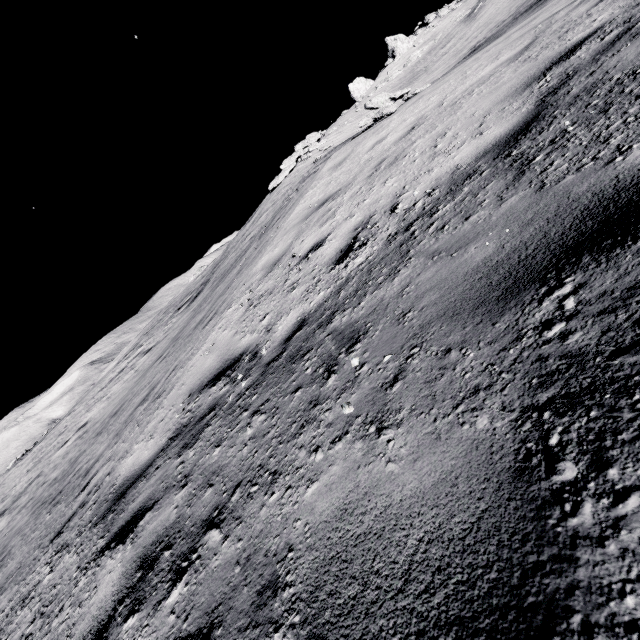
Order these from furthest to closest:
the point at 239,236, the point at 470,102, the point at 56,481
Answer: the point at 239,236
the point at 56,481
the point at 470,102

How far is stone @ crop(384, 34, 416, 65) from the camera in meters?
38.7 m

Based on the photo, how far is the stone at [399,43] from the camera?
38.67m
